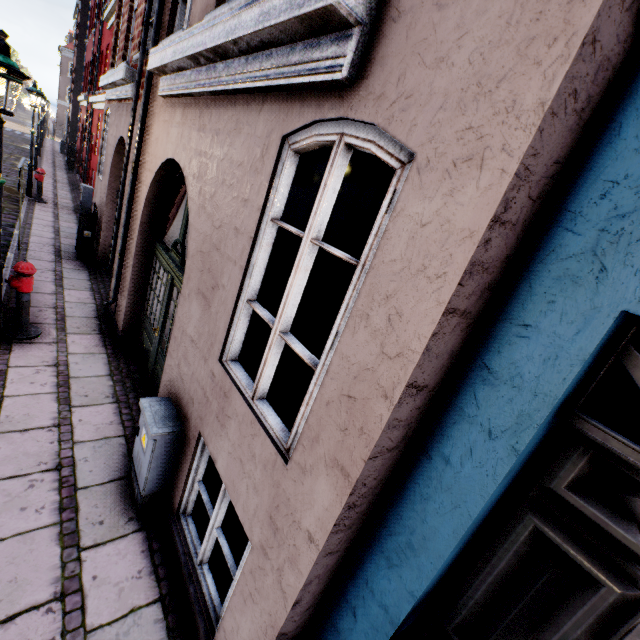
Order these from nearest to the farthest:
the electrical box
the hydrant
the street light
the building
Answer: the building < the electrical box < the street light < the hydrant

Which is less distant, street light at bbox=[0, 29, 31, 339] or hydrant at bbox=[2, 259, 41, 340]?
street light at bbox=[0, 29, 31, 339]

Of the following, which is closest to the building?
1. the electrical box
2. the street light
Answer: the electrical box

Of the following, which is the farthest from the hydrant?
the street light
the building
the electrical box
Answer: the electrical box

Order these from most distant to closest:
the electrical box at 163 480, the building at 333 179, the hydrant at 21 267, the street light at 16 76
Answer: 1. the hydrant at 21 267
2. the street light at 16 76
3. the electrical box at 163 480
4. the building at 333 179

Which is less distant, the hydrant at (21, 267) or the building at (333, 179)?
the building at (333, 179)

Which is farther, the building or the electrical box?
the electrical box

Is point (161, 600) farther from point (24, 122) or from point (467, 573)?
point (24, 122)
